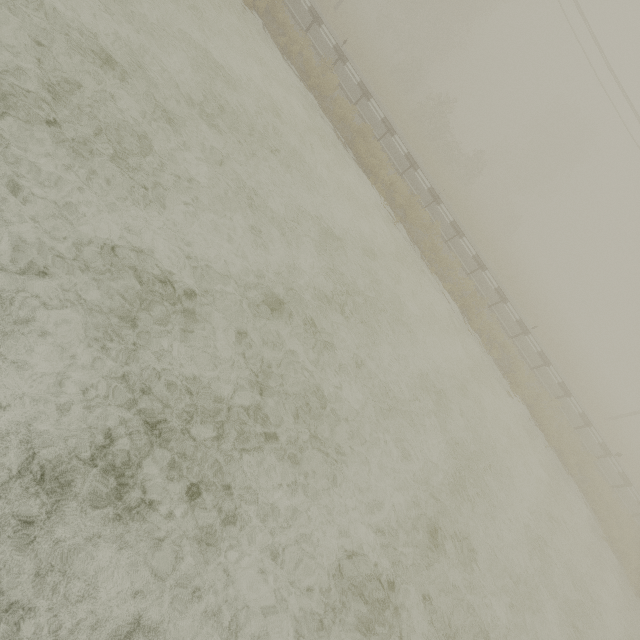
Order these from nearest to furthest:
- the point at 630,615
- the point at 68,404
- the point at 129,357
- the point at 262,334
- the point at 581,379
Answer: the point at 68,404 < the point at 129,357 < the point at 262,334 < the point at 630,615 < the point at 581,379
